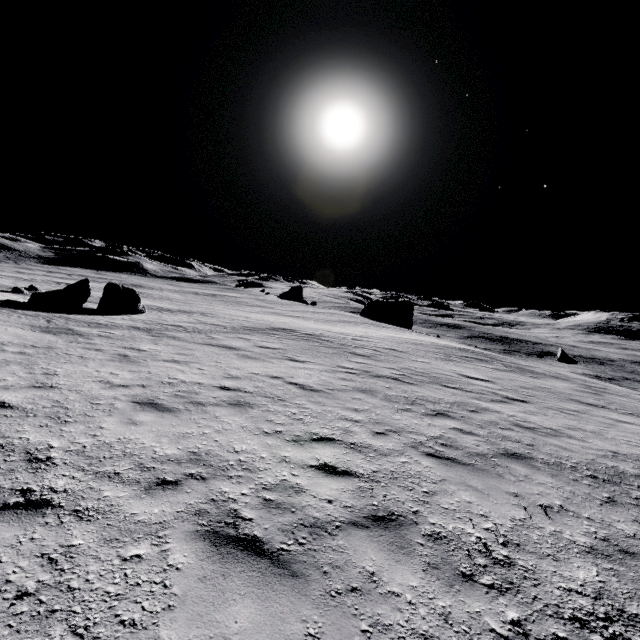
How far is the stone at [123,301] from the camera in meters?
22.5 m

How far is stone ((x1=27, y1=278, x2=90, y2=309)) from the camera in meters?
19.5

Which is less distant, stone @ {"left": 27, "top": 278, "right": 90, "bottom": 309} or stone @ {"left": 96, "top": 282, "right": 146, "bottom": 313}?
stone @ {"left": 27, "top": 278, "right": 90, "bottom": 309}

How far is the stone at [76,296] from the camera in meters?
19.5 m

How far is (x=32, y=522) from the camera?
3.2 meters

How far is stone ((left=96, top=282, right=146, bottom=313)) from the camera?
22.5m
